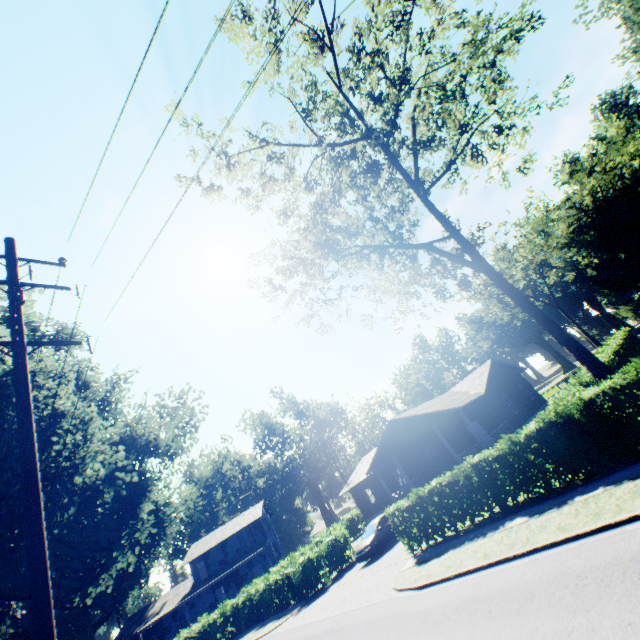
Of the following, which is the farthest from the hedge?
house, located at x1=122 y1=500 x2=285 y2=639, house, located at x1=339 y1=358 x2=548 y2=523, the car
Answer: house, located at x1=122 y1=500 x2=285 y2=639

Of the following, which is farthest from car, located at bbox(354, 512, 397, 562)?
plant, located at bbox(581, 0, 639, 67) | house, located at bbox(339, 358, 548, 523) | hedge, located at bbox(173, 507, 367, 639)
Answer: plant, located at bbox(581, 0, 639, 67)

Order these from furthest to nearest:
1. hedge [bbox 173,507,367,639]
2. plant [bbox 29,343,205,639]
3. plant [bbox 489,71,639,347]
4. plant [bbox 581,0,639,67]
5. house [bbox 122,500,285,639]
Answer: house [bbox 122,500,285,639] < plant [bbox 489,71,639,347] < plant [bbox 581,0,639,67] < hedge [bbox 173,507,367,639] < plant [bbox 29,343,205,639]

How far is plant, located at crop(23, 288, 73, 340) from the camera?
22.5m

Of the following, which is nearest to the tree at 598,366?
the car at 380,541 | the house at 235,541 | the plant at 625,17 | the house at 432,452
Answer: the house at 432,452

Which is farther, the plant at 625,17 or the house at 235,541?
the house at 235,541

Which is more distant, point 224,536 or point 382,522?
Answer: point 224,536

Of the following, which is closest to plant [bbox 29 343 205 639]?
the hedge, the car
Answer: the hedge
